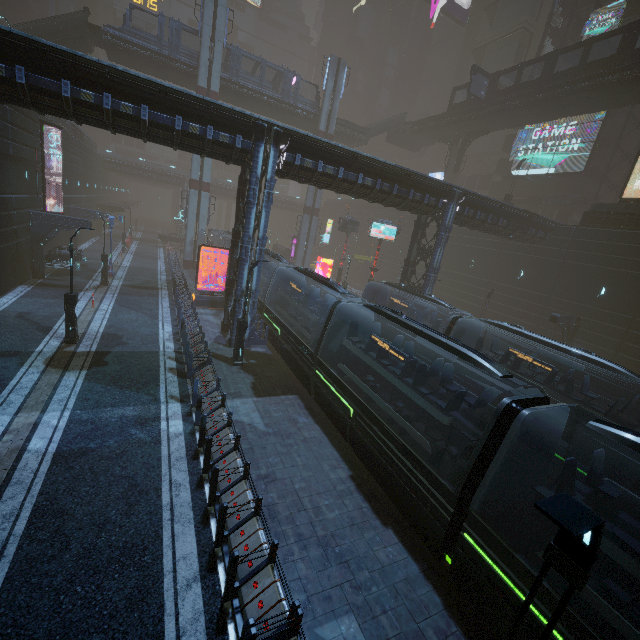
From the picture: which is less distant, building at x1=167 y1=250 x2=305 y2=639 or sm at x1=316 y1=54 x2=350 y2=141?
building at x1=167 y1=250 x2=305 y2=639

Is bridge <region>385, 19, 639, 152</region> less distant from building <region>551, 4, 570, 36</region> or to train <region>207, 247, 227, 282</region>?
building <region>551, 4, 570, 36</region>

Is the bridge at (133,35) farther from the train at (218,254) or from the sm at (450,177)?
the train at (218,254)

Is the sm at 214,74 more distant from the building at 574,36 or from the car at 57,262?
the car at 57,262

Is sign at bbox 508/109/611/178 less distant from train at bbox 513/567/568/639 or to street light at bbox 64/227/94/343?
train at bbox 513/567/568/639

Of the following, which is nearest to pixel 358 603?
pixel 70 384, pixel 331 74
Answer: pixel 70 384

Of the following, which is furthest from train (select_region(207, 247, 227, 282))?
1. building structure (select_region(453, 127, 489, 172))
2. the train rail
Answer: building structure (select_region(453, 127, 489, 172))

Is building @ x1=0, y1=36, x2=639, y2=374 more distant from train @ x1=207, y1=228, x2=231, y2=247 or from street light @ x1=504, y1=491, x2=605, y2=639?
street light @ x1=504, y1=491, x2=605, y2=639
